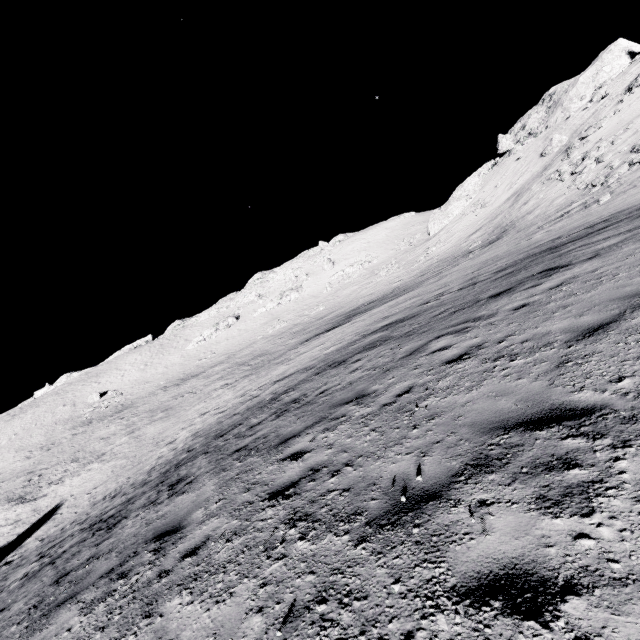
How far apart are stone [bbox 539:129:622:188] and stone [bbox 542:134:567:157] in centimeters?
1151cm

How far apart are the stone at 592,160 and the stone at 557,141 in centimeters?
1151cm

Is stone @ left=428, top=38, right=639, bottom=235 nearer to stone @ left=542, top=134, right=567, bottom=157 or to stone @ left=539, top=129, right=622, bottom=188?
stone @ left=542, top=134, right=567, bottom=157

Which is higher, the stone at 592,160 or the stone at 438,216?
the stone at 438,216

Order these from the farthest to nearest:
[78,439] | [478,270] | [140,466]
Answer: [78,439] → [140,466] → [478,270]

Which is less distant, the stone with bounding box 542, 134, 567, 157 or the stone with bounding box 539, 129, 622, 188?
the stone with bounding box 539, 129, 622, 188

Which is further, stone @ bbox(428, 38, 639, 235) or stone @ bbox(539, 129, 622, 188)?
stone @ bbox(428, 38, 639, 235)
